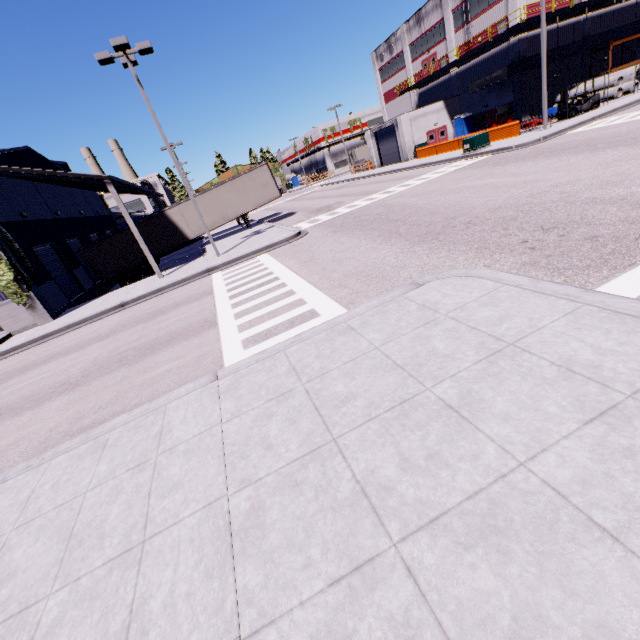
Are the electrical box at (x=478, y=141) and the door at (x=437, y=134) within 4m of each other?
no

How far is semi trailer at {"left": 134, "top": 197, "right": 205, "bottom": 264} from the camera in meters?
24.0 m

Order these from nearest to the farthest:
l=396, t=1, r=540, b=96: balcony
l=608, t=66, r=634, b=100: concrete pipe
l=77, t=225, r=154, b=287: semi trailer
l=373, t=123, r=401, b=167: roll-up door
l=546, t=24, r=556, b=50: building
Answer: l=77, t=225, r=154, b=287: semi trailer < l=396, t=1, r=540, b=96: balcony < l=608, t=66, r=634, b=100: concrete pipe < l=546, t=24, r=556, b=50: building < l=373, t=123, r=401, b=167: roll-up door

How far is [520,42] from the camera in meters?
29.4 m

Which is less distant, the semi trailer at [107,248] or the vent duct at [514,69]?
the semi trailer at [107,248]

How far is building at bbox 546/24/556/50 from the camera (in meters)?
30.12

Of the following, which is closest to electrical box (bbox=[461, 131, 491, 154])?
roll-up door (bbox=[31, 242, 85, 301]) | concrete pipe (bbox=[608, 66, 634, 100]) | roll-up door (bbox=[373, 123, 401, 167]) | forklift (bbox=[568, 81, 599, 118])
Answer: roll-up door (bbox=[31, 242, 85, 301])
